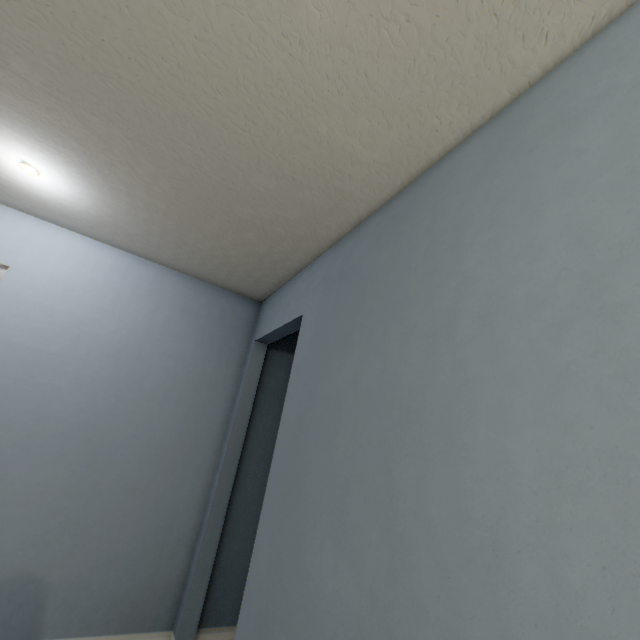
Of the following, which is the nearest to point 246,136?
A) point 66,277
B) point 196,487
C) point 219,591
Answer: point 66,277
